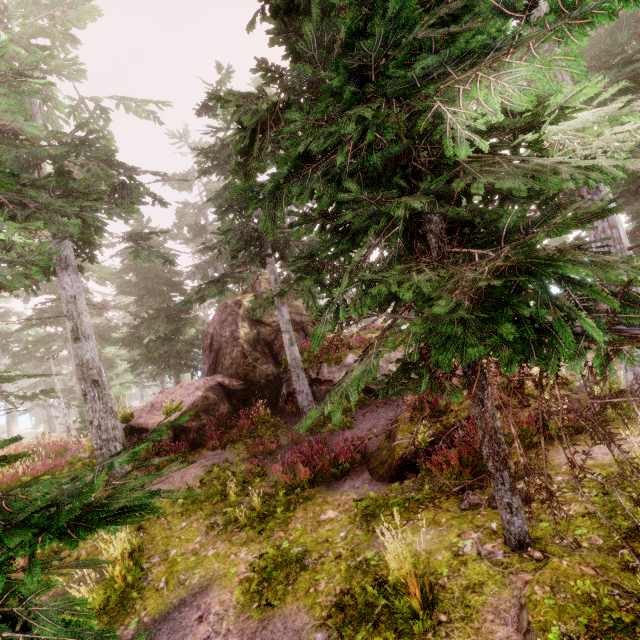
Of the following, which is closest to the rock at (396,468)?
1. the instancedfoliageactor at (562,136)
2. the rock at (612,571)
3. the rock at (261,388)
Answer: the instancedfoliageactor at (562,136)

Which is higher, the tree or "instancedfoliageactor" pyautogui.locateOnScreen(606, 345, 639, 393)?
the tree

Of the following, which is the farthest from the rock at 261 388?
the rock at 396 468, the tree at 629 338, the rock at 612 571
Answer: the rock at 612 571

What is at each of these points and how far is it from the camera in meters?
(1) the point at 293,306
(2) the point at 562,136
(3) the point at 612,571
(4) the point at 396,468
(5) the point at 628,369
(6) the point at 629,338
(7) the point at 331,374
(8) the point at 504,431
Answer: (1) rock, 18.8
(2) instancedfoliageactor, 4.5
(3) rock, 3.7
(4) rock, 8.4
(5) instancedfoliageactor, 8.6
(6) tree, 3.5
(7) rock, 15.3
(8) instancedfoliageactor, 7.2

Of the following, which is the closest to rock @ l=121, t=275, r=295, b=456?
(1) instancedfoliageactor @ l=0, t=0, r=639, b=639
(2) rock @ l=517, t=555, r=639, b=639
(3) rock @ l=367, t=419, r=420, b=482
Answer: (1) instancedfoliageactor @ l=0, t=0, r=639, b=639

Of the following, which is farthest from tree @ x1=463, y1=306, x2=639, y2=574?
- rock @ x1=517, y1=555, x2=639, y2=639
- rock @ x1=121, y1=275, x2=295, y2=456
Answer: rock @ x1=121, y1=275, x2=295, y2=456

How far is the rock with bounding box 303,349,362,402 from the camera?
14.95m

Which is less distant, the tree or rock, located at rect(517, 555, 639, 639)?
the tree
